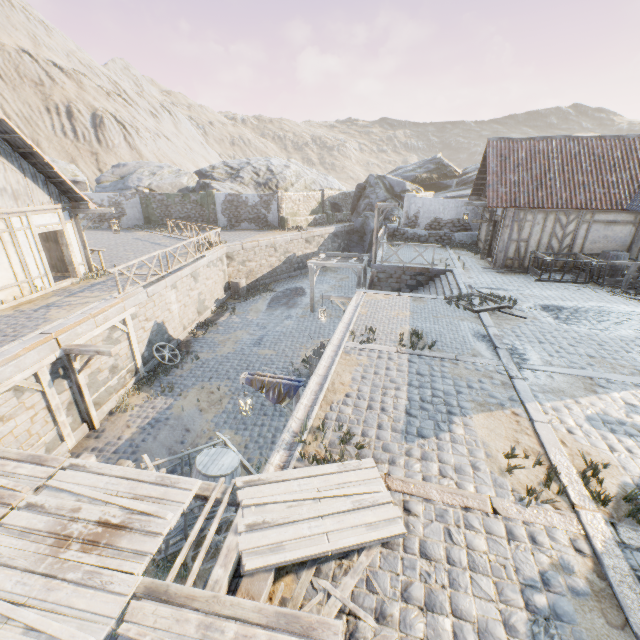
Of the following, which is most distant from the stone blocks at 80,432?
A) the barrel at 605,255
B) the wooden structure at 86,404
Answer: the barrel at 605,255

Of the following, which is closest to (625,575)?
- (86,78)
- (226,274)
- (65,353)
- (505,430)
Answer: (505,430)

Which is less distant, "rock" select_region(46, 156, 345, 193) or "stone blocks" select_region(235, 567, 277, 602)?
"stone blocks" select_region(235, 567, 277, 602)

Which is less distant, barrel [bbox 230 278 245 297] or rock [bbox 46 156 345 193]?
barrel [bbox 230 278 245 297]

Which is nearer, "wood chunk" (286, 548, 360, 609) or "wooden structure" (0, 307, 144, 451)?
"wood chunk" (286, 548, 360, 609)

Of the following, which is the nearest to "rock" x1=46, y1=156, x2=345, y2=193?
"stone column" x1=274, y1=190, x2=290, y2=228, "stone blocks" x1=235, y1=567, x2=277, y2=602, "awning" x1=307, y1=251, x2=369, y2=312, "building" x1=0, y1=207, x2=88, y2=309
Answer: "stone column" x1=274, y1=190, x2=290, y2=228

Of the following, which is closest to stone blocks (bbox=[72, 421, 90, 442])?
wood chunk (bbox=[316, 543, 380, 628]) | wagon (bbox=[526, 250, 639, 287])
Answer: wood chunk (bbox=[316, 543, 380, 628])

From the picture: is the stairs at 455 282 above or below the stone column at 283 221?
below
